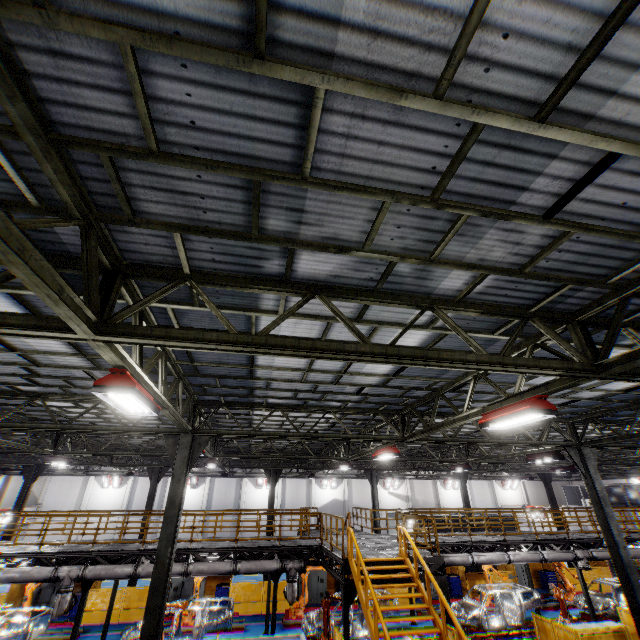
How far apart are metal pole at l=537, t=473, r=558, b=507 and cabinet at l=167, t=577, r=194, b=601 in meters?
27.2 m

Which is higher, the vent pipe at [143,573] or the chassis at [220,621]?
the vent pipe at [143,573]

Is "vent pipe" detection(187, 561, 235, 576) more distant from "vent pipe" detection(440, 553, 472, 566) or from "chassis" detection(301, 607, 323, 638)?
"vent pipe" detection(440, 553, 472, 566)

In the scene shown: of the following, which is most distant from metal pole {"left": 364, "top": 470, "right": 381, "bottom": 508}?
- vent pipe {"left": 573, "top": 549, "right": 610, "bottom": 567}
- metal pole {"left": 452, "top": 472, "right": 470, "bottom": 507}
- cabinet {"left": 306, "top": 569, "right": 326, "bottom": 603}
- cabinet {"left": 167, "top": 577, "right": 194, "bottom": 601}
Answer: cabinet {"left": 167, "top": 577, "right": 194, "bottom": 601}

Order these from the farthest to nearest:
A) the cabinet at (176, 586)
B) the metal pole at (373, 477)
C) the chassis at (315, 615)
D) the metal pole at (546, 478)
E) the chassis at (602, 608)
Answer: the metal pole at (546, 478), the metal pole at (373, 477), the cabinet at (176, 586), the chassis at (602, 608), the chassis at (315, 615)

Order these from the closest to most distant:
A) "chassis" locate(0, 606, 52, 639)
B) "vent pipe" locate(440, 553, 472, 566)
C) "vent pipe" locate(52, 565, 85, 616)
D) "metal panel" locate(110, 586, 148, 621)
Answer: "vent pipe" locate(52, 565, 85, 616), "chassis" locate(0, 606, 52, 639), "vent pipe" locate(440, 553, 472, 566), "metal panel" locate(110, 586, 148, 621)

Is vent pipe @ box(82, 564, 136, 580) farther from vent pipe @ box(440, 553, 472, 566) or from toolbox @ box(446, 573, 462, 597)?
toolbox @ box(446, 573, 462, 597)

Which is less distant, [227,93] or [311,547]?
[227,93]
